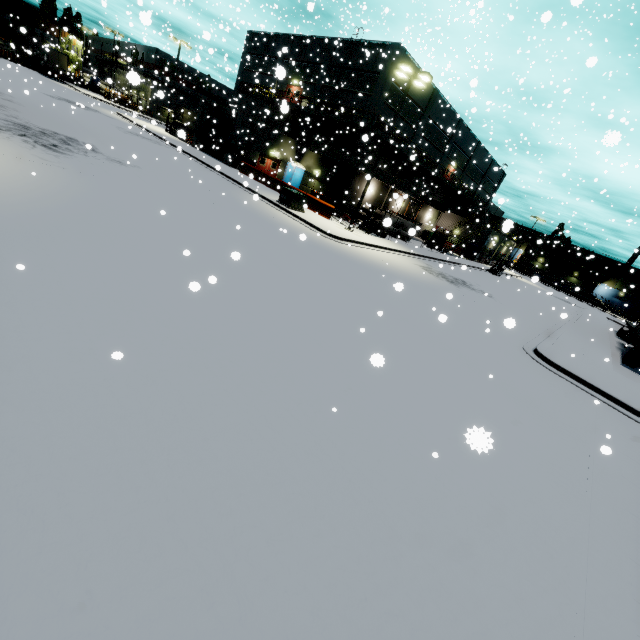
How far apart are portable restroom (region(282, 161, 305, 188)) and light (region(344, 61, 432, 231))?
15.7m

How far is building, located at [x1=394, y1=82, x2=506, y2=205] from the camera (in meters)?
33.28

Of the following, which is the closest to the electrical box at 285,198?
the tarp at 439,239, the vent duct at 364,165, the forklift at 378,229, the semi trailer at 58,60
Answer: the forklift at 378,229

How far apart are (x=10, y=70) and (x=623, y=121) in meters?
58.0 m

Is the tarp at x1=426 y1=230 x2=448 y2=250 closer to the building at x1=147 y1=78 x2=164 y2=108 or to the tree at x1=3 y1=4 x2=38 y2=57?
the building at x1=147 y1=78 x2=164 y2=108

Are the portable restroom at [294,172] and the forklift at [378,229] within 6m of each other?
no

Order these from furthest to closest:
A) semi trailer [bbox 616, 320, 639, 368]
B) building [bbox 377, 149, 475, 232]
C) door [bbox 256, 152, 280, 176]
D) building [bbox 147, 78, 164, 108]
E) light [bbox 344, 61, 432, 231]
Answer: building [bbox 377, 149, 475, 232] → door [bbox 256, 152, 280, 176] → semi trailer [bbox 616, 320, 639, 368] → light [bbox 344, 61, 432, 231] → building [bbox 147, 78, 164, 108]
